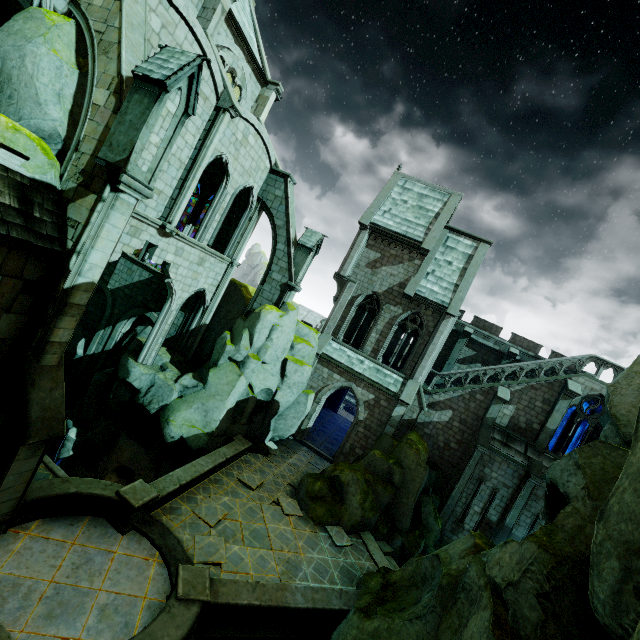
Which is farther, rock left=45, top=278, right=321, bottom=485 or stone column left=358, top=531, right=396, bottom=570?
rock left=45, top=278, right=321, bottom=485

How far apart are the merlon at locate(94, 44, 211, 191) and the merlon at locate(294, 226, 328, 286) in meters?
10.9

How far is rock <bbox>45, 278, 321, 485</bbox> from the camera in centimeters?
1675cm

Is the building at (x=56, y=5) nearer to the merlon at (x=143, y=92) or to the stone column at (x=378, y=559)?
the merlon at (x=143, y=92)

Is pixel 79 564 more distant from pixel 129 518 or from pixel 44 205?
Result: pixel 44 205

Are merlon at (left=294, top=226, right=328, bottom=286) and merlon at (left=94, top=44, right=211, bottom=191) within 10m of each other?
no

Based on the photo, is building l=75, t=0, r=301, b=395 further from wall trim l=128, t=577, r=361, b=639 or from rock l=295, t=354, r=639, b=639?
wall trim l=128, t=577, r=361, b=639

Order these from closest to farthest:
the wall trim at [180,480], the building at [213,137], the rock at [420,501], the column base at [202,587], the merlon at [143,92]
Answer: the rock at [420,501] < the merlon at [143,92] < the column base at [202,587] < the wall trim at [180,480] < the building at [213,137]
